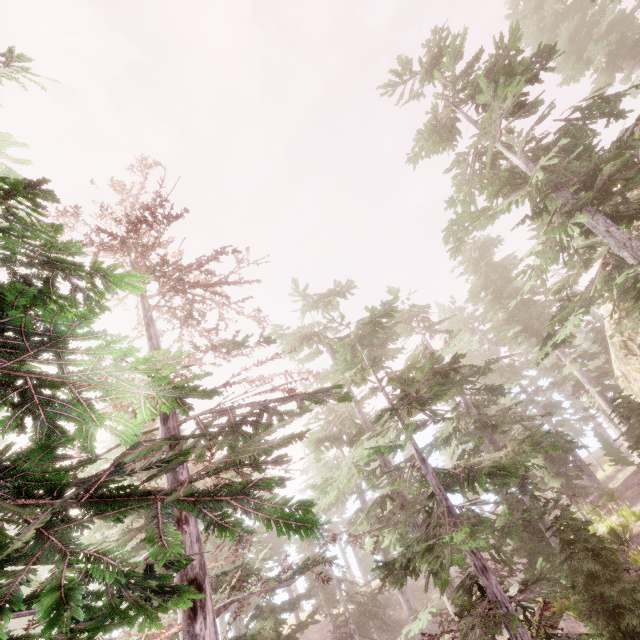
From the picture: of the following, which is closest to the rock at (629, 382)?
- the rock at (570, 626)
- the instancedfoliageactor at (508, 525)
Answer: the instancedfoliageactor at (508, 525)

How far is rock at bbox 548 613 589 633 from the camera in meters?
14.3

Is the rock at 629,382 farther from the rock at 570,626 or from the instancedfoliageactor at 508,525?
the rock at 570,626

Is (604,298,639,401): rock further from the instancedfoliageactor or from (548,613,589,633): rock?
(548,613,589,633): rock

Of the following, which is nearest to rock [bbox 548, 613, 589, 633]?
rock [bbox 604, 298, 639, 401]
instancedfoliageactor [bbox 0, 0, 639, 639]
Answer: instancedfoliageactor [bbox 0, 0, 639, 639]

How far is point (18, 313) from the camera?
3.94m

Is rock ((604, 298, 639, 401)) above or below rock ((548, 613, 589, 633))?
above
